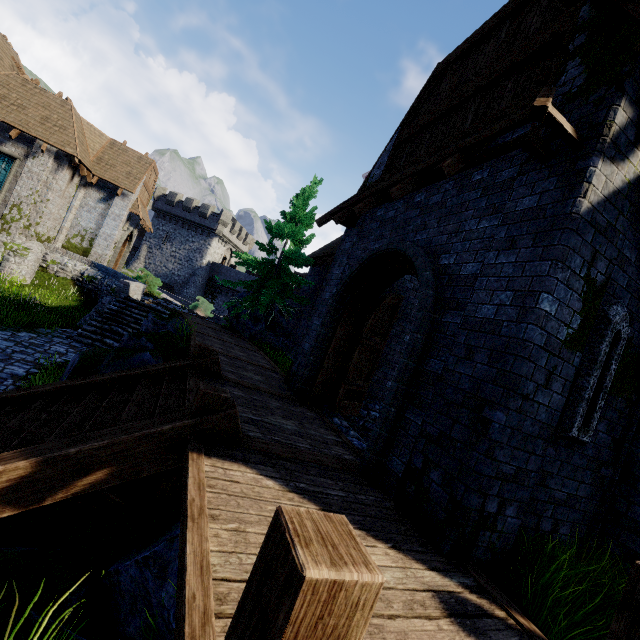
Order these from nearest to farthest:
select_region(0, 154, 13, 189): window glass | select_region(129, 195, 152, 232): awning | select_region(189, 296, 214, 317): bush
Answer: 1. select_region(0, 154, 13, 189): window glass
2. select_region(129, 195, 152, 232): awning
3. select_region(189, 296, 214, 317): bush

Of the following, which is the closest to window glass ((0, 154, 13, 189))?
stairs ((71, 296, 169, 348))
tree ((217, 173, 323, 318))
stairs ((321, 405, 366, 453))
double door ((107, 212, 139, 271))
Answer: double door ((107, 212, 139, 271))

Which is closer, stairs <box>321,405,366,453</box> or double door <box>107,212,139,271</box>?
stairs <box>321,405,366,453</box>

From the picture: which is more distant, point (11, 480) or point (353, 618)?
point (11, 480)

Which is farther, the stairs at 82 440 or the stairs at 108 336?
the stairs at 108 336

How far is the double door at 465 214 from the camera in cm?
449

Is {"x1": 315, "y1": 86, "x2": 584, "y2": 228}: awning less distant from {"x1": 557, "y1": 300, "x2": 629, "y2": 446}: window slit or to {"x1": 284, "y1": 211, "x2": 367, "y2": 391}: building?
{"x1": 284, "y1": 211, "x2": 367, "y2": 391}: building

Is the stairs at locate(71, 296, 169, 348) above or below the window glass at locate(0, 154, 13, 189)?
below
